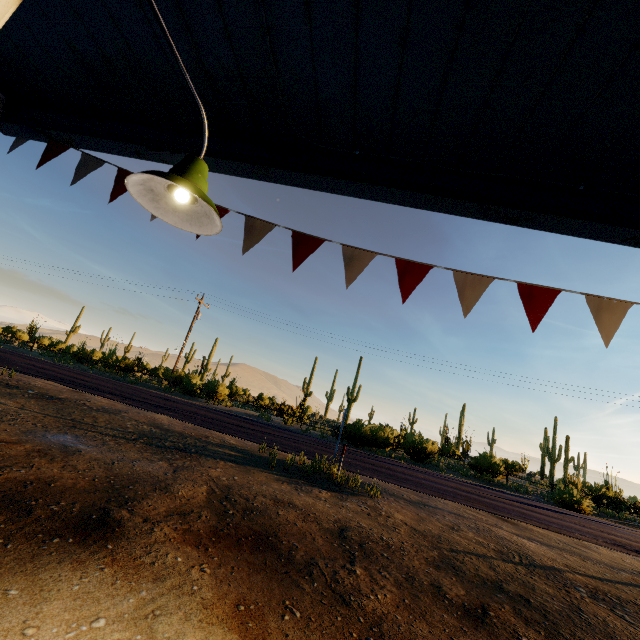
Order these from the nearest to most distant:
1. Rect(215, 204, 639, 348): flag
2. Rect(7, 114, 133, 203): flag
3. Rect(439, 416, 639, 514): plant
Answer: Rect(215, 204, 639, 348): flag → Rect(7, 114, 133, 203): flag → Rect(439, 416, 639, 514): plant

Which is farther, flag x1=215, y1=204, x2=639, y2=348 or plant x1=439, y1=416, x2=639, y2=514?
plant x1=439, y1=416, x2=639, y2=514

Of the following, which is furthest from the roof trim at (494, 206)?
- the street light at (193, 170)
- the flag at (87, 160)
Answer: the street light at (193, 170)

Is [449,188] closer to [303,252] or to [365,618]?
[303,252]

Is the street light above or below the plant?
above

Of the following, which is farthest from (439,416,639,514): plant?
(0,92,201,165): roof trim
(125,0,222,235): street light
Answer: (125,0,222,235): street light

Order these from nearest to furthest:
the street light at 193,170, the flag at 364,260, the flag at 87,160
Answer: the street light at 193,170, the flag at 364,260, the flag at 87,160

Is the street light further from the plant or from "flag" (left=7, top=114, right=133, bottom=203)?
the plant
